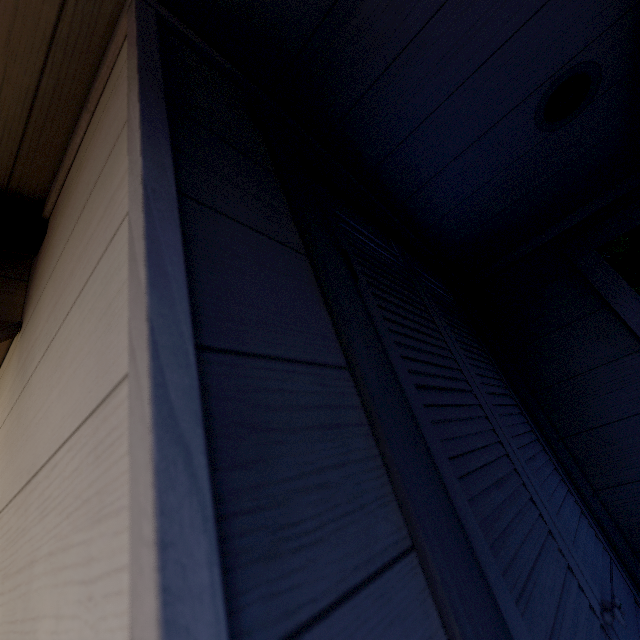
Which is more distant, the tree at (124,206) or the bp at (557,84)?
the bp at (557,84)

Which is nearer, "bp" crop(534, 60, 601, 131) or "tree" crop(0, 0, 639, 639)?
"tree" crop(0, 0, 639, 639)

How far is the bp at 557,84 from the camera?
1.0 meters

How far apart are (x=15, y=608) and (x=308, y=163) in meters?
1.0

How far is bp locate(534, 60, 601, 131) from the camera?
1.05m
